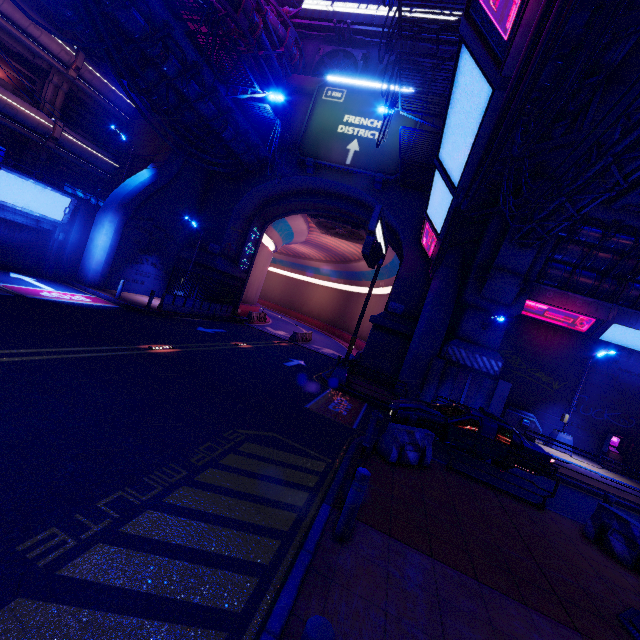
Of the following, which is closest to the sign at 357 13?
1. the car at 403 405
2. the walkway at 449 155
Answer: the walkway at 449 155

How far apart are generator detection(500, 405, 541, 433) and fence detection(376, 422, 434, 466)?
11.9m

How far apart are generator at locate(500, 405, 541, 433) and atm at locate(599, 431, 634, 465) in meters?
3.3 m

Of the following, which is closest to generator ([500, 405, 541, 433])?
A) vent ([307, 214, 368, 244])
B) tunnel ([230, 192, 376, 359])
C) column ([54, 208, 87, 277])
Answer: tunnel ([230, 192, 376, 359])

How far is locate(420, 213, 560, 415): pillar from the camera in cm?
1658

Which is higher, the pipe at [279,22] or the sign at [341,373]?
the pipe at [279,22]

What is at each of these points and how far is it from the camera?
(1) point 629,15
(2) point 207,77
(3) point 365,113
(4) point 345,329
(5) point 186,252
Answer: (1) walkway, 5.8 meters
(2) walkway, 15.7 meters
(3) sign, 21.5 meters
(4) tunnel, 48.6 meters
(5) wall arch, 24.3 meters

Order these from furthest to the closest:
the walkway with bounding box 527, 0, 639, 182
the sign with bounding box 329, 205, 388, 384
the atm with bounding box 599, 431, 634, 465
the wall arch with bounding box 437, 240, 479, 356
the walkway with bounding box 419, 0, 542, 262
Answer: the wall arch with bounding box 437, 240, 479, 356 < the atm with bounding box 599, 431, 634, 465 < the sign with bounding box 329, 205, 388, 384 < the walkway with bounding box 527, 0, 639, 182 < the walkway with bounding box 419, 0, 542, 262
